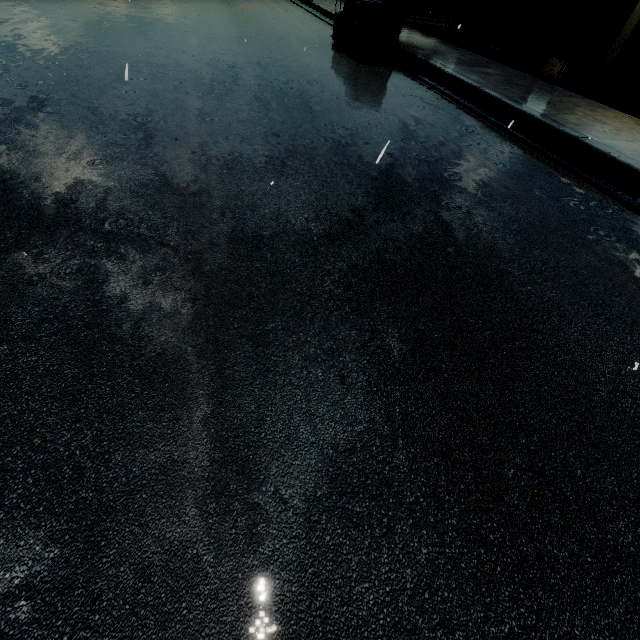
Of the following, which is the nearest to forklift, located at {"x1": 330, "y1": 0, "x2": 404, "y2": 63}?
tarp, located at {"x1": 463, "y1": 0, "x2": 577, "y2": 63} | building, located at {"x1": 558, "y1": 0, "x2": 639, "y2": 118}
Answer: tarp, located at {"x1": 463, "y1": 0, "x2": 577, "y2": 63}

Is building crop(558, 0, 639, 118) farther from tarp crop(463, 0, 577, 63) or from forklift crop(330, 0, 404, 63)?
forklift crop(330, 0, 404, 63)

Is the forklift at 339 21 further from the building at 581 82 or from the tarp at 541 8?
the building at 581 82

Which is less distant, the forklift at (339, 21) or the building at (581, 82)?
the building at (581, 82)

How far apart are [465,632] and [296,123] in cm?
562

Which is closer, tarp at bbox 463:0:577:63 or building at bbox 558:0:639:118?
building at bbox 558:0:639:118
